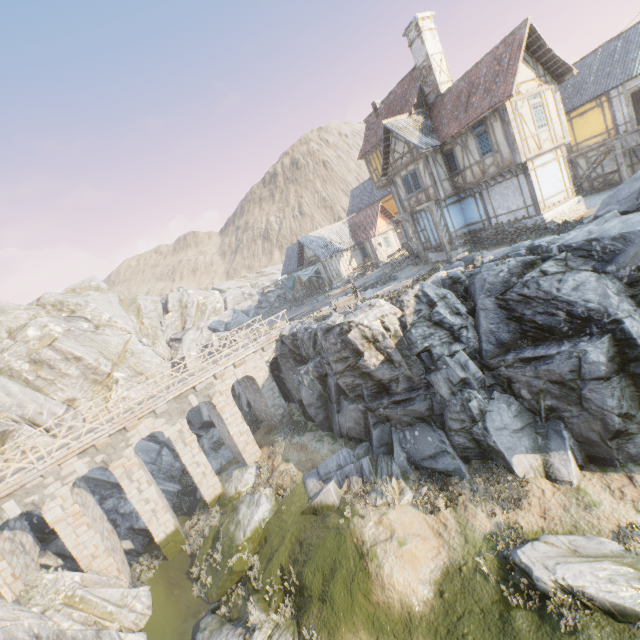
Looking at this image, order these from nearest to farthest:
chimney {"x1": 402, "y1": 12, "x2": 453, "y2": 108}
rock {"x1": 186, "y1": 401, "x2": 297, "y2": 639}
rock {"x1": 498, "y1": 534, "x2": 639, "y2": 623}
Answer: rock {"x1": 498, "y1": 534, "x2": 639, "y2": 623}
rock {"x1": 186, "y1": 401, "x2": 297, "y2": 639}
chimney {"x1": 402, "y1": 12, "x2": 453, "y2": 108}

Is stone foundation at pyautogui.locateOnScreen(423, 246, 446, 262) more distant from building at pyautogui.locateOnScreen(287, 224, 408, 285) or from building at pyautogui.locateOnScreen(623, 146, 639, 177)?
building at pyautogui.locateOnScreen(287, 224, 408, 285)

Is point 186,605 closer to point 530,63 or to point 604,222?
point 604,222

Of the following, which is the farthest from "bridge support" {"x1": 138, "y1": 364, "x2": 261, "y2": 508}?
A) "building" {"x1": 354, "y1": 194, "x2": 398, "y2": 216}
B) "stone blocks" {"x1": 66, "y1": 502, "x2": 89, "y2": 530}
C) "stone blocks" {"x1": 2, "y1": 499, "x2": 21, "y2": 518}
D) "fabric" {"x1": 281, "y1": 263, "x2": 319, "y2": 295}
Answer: "building" {"x1": 354, "y1": 194, "x2": 398, "y2": 216}

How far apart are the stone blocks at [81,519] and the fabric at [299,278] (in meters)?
22.83

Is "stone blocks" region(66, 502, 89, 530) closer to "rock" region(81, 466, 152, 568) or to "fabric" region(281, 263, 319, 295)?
"rock" region(81, 466, 152, 568)

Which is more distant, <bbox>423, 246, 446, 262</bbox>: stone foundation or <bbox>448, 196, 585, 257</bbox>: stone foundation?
<bbox>423, 246, 446, 262</bbox>: stone foundation

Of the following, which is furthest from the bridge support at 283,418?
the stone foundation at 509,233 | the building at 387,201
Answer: the building at 387,201
